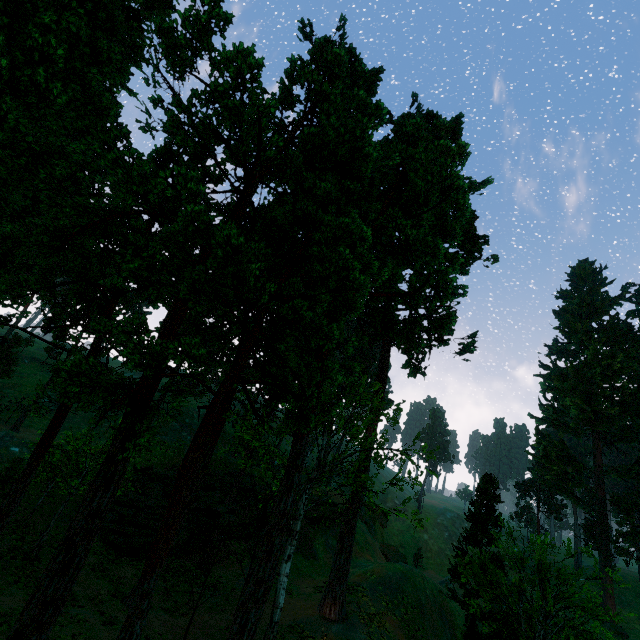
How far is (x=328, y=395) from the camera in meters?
25.8

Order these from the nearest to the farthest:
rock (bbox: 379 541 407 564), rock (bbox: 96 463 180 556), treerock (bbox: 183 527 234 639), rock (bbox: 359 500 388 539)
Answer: treerock (bbox: 183 527 234 639) < rock (bbox: 96 463 180 556) < rock (bbox: 379 541 407 564) < rock (bbox: 359 500 388 539)

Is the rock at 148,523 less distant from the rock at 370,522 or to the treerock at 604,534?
the treerock at 604,534

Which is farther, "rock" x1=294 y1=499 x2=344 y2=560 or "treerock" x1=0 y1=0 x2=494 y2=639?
"rock" x1=294 y1=499 x2=344 y2=560

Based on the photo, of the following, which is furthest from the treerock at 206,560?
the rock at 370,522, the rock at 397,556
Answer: the rock at 397,556

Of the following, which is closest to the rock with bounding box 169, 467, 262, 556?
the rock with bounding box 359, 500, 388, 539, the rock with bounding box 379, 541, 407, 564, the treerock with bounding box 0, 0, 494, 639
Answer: the treerock with bounding box 0, 0, 494, 639

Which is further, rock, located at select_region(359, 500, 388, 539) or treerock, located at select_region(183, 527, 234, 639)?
rock, located at select_region(359, 500, 388, 539)

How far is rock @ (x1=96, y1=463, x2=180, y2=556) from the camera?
24.4m
